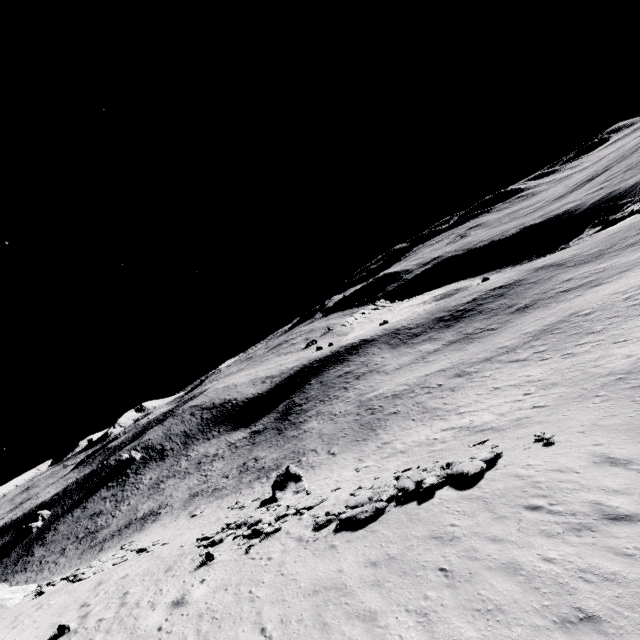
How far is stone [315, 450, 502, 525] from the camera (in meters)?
14.78

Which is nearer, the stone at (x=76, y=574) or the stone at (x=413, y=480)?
the stone at (x=413, y=480)

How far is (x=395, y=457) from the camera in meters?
25.3

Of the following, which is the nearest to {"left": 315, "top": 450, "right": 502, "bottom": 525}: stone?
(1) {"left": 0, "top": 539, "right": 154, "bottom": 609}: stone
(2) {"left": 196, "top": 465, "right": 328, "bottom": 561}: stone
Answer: (2) {"left": 196, "top": 465, "right": 328, "bottom": 561}: stone

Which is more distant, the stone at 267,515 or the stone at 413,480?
the stone at 267,515

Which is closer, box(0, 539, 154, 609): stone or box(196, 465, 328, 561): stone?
box(196, 465, 328, 561): stone
